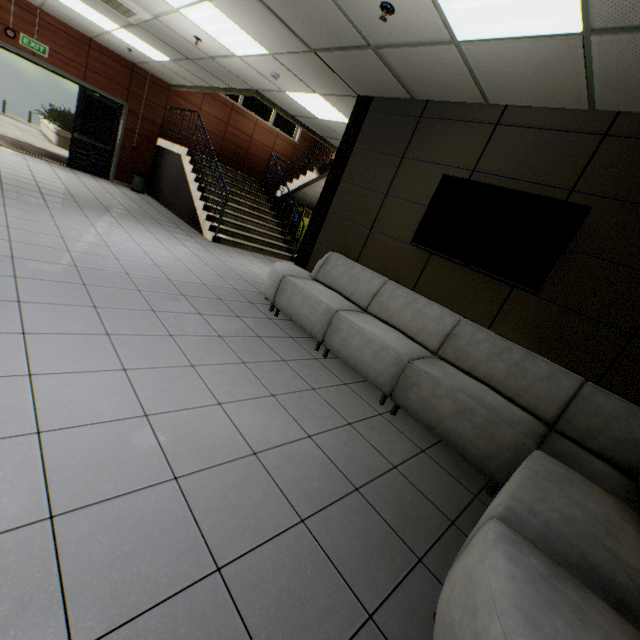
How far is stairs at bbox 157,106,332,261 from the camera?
7.9 meters

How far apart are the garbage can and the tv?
9.36m

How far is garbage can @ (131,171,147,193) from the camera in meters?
9.8 m

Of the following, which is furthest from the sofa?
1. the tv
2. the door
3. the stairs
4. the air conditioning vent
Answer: the door

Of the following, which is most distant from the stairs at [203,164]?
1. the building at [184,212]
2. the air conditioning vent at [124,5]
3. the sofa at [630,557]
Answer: the sofa at [630,557]

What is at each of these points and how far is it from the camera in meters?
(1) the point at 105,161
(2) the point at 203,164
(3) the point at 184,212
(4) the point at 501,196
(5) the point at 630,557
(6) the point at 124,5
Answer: (1) door, 9.7
(2) stairs, 8.8
(3) building, 8.8
(4) tv, 3.3
(5) sofa, 1.5
(6) air conditioning vent, 5.0

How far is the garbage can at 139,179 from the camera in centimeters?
978cm

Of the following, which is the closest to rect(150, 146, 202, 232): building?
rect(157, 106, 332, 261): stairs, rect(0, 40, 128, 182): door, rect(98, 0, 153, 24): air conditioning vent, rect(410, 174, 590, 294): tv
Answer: rect(157, 106, 332, 261): stairs
